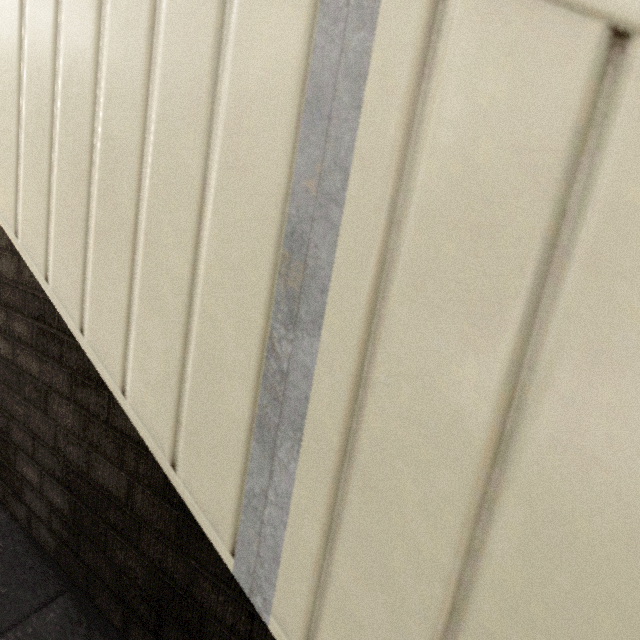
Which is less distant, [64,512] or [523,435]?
[523,435]
